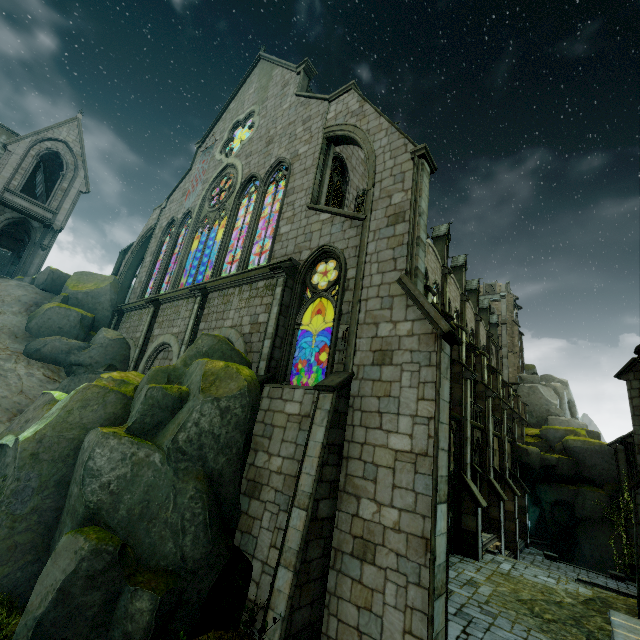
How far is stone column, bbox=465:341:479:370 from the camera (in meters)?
21.89

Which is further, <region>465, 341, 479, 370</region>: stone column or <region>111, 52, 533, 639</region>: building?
<region>465, 341, 479, 370</region>: stone column

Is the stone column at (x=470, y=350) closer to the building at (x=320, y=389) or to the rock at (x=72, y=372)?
the building at (x=320, y=389)

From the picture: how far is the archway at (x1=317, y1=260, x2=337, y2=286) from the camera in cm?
1328

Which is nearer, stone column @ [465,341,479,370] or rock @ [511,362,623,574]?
stone column @ [465,341,479,370]

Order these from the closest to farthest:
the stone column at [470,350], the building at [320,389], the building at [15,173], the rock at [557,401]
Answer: the building at [320,389]
the stone column at [470,350]
the building at [15,173]
the rock at [557,401]

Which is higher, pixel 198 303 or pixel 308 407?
pixel 198 303

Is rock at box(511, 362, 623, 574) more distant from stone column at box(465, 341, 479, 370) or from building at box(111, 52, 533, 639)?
stone column at box(465, 341, 479, 370)
